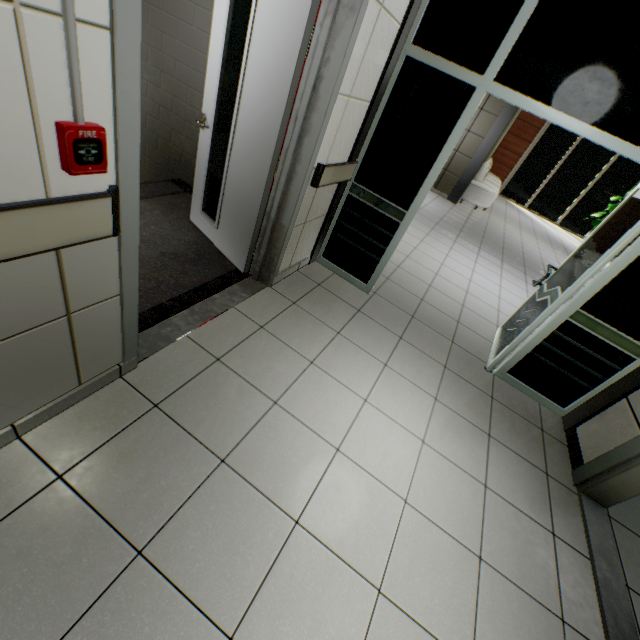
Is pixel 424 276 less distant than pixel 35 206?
No

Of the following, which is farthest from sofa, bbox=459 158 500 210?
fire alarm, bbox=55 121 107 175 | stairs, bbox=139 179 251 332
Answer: fire alarm, bbox=55 121 107 175

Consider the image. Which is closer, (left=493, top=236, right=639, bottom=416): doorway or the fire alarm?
the fire alarm

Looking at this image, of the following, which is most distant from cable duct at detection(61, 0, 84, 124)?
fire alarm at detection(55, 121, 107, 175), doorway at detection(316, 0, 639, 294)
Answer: doorway at detection(316, 0, 639, 294)

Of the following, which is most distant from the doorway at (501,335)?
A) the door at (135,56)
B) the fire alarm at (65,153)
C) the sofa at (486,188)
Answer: the sofa at (486,188)

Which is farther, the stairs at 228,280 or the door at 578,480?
the stairs at 228,280

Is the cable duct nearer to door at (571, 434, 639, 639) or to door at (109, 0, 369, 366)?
door at (109, 0, 369, 366)

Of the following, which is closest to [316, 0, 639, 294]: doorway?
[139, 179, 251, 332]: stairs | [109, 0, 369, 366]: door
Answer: [139, 179, 251, 332]: stairs
